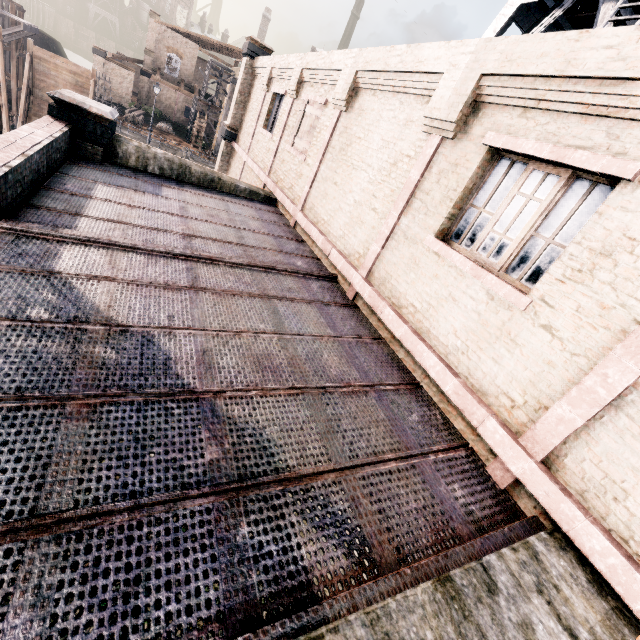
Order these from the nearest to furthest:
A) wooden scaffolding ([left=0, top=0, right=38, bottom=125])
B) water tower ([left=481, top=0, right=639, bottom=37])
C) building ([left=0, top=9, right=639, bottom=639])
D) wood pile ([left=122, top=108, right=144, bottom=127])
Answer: building ([left=0, top=9, right=639, bottom=639]) < water tower ([left=481, top=0, right=639, bottom=37]) < wooden scaffolding ([left=0, top=0, right=38, bottom=125]) < wood pile ([left=122, top=108, right=144, bottom=127])

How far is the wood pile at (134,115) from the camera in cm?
3791

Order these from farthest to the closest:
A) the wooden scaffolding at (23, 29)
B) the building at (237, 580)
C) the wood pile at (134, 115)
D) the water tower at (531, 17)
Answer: the wood pile at (134, 115), the wooden scaffolding at (23, 29), the water tower at (531, 17), the building at (237, 580)

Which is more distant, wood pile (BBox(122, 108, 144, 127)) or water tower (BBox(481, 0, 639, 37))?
wood pile (BBox(122, 108, 144, 127))

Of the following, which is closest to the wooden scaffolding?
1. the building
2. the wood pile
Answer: the wood pile

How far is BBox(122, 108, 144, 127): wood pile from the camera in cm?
3791

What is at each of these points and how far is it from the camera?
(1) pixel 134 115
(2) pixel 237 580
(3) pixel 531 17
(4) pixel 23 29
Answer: (1) wood pile, 37.8 meters
(2) building, 2.4 meters
(3) water tower, 11.9 meters
(4) wooden scaffolding, 27.3 meters

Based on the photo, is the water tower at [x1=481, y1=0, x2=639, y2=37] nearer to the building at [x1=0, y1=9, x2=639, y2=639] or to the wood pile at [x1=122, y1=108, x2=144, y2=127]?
the building at [x1=0, y1=9, x2=639, y2=639]
